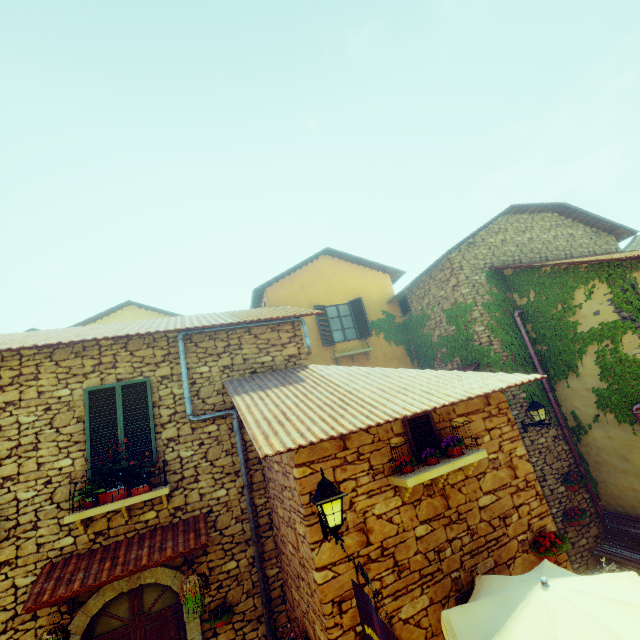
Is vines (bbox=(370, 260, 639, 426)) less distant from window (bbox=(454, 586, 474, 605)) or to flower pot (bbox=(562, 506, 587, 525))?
flower pot (bbox=(562, 506, 587, 525))

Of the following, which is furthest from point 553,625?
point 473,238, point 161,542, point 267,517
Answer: point 473,238

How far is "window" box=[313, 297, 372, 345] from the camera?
12.3m

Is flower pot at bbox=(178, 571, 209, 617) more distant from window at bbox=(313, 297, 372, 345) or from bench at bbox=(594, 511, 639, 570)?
bench at bbox=(594, 511, 639, 570)

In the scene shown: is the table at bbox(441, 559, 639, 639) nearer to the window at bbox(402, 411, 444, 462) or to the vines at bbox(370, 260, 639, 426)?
the window at bbox(402, 411, 444, 462)

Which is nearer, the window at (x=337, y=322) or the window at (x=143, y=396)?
the window at (x=143, y=396)

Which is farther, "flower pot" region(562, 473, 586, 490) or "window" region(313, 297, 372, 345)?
"window" region(313, 297, 372, 345)

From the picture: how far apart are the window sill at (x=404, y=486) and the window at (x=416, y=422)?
0.1 meters
